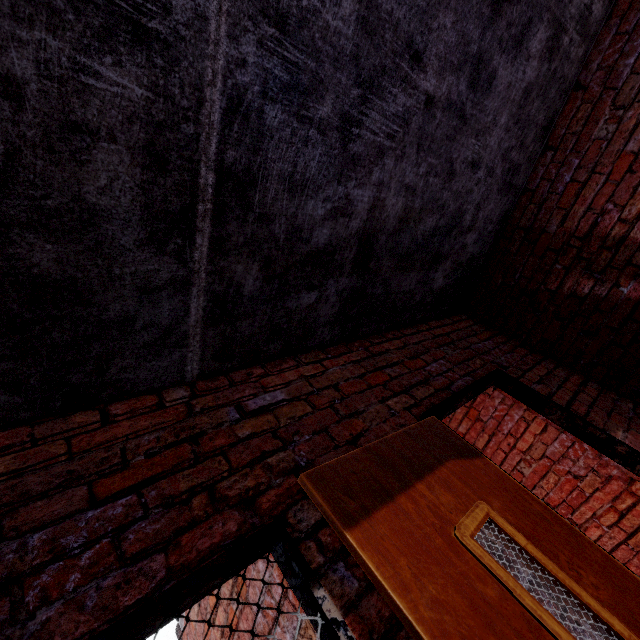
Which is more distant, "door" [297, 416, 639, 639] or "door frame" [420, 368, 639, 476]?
"door frame" [420, 368, 639, 476]

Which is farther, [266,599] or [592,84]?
[592,84]

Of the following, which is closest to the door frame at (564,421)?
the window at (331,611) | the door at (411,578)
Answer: the door at (411,578)

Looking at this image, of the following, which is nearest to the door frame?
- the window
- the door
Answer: the door

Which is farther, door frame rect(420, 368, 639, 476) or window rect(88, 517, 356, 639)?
door frame rect(420, 368, 639, 476)

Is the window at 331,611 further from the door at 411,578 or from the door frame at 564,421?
the door frame at 564,421

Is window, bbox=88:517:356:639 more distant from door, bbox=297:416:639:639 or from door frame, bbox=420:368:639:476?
door frame, bbox=420:368:639:476
